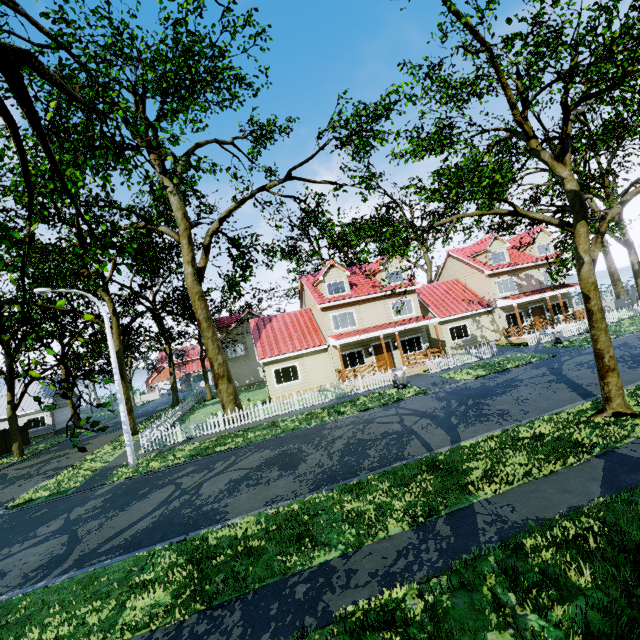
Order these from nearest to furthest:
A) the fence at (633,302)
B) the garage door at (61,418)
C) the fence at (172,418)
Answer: the fence at (172,418), the fence at (633,302), the garage door at (61,418)

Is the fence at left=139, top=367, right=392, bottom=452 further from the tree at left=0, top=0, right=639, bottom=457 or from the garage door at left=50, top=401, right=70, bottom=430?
the garage door at left=50, top=401, right=70, bottom=430

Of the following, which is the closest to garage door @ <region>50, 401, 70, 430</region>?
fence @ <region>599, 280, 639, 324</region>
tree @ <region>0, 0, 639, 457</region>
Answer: tree @ <region>0, 0, 639, 457</region>

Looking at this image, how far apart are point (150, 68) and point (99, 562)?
20.34m

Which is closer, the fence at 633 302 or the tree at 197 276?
the tree at 197 276

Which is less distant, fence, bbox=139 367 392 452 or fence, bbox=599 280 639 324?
fence, bbox=139 367 392 452

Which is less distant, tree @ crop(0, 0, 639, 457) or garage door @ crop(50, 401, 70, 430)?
tree @ crop(0, 0, 639, 457)

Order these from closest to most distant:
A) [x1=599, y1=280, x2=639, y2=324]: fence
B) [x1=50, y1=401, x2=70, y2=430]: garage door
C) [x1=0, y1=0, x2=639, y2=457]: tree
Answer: [x1=0, y1=0, x2=639, y2=457]: tree, [x1=599, y1=280, x2=639, y2=324]: fence, [x1=50, y1=401, x2=70, y2=430]: garage door
